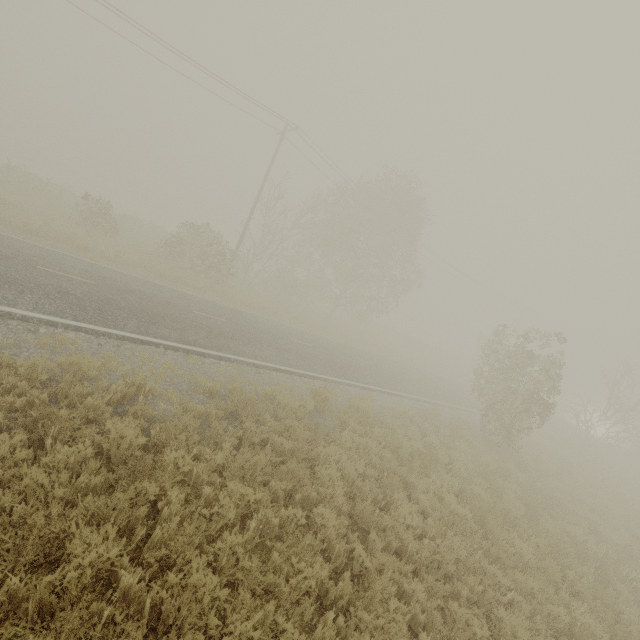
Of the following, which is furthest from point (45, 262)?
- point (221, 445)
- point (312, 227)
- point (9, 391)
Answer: point (312, 227)
